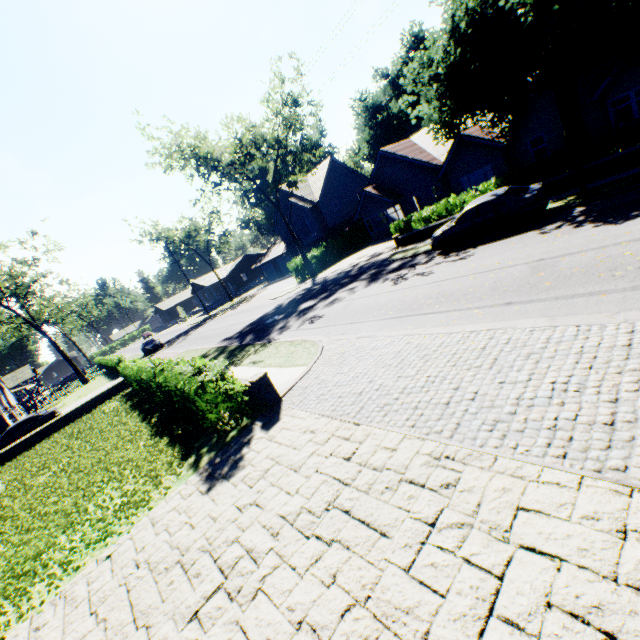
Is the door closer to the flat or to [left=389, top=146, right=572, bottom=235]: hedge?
[left=389, top=146, right=572, bottom=235]: hedge

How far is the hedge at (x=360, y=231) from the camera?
34.03m

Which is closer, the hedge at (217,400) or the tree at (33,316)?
the hedge at (217,400)

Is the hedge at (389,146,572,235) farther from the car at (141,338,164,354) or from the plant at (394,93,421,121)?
the car at (141,338,164,354)

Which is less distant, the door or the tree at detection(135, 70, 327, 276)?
the door

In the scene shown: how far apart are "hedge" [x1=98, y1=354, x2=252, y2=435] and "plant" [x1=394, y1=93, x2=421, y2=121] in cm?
6107

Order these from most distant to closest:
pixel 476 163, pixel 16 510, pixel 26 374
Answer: pixel 26 374, pixel 476 163, pixel 16 510

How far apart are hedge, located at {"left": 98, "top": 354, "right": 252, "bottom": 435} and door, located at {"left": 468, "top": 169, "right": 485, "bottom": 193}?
24.7 meters
